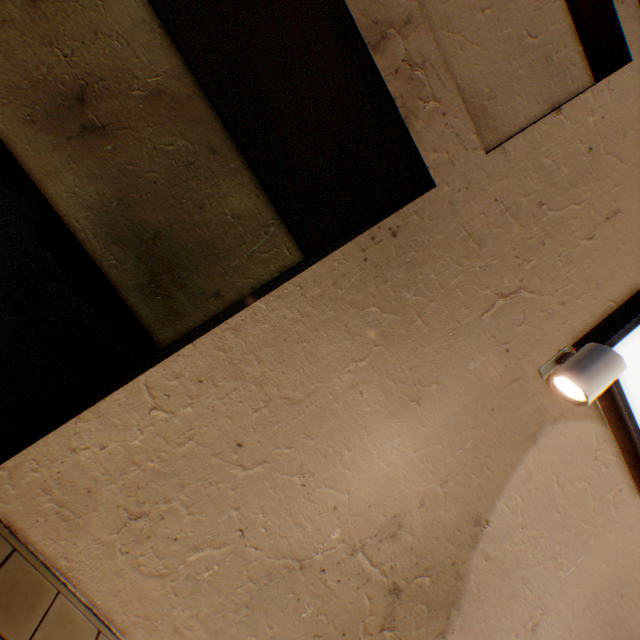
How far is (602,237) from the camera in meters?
2.7

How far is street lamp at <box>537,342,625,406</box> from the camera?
2.2m

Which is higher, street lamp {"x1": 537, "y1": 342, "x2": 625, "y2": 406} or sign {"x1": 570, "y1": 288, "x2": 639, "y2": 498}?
sign {"x1": 570, "y1": 288, "x2": 639, "y2": 498}

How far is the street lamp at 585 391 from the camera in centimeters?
221cm

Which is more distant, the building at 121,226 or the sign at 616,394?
the sign at 616,394

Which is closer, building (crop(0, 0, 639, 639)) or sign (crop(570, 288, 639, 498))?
building (crop(0, 0, 639, 639))
